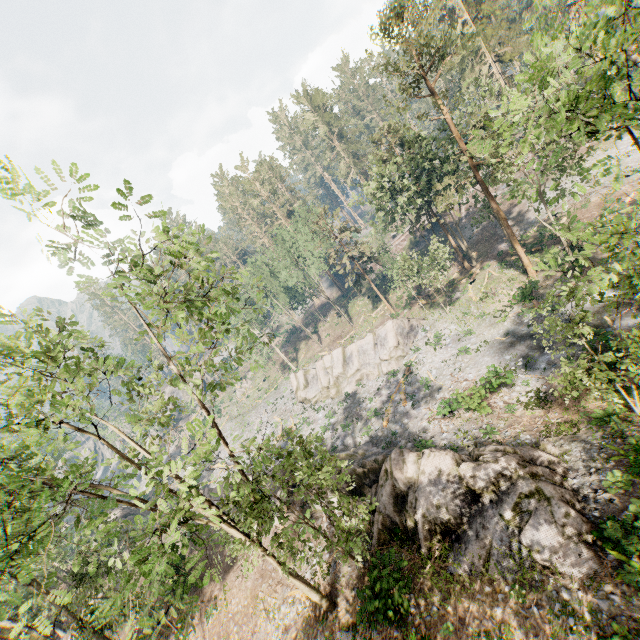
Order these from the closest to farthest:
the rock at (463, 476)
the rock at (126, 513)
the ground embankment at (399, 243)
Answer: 1. the rock at (463, 476)
2. the rock at (126, 513)
3. the ground embankment at (399, 243)

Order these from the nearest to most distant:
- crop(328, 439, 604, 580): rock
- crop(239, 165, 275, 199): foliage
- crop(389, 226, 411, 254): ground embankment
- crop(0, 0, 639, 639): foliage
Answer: crop(0, 0, 639, 639): foliage < crop(328, 439, 604, 580): rock < crop(239, 165, 275, 199): foliage < crop(389, 226, 411, 254): ground embankment

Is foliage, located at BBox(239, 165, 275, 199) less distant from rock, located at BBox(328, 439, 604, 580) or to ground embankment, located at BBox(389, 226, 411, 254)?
ground embankment, located at BBox(389, 226, 411, 254)

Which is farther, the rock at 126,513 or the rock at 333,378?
the rock at 126,513

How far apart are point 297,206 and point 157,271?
45.8 meters

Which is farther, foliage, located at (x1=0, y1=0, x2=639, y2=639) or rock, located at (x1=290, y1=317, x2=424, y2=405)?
rock, located at (x1=290, y1=317, x2=424, y2=405)

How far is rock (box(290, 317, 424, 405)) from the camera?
36.59m

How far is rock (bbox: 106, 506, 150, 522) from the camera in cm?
4381
